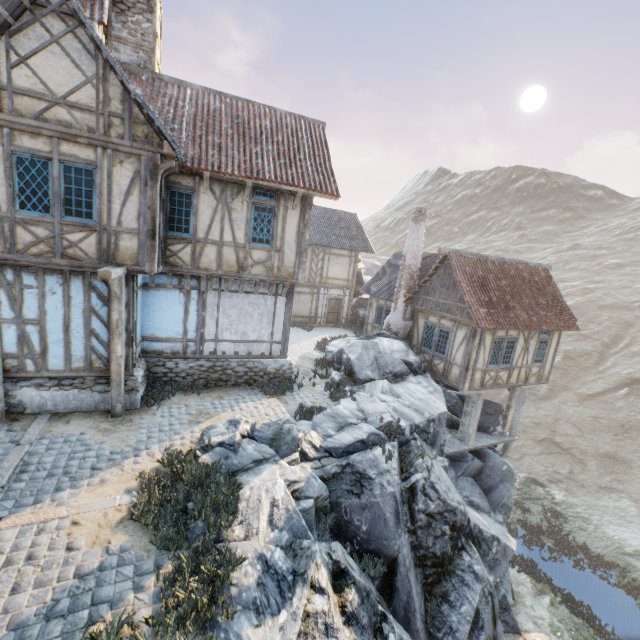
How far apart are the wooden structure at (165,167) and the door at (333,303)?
15.8 meters

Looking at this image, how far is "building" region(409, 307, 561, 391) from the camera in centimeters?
1399cm

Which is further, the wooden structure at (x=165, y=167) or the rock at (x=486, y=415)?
the rock at (x=486, y=415)

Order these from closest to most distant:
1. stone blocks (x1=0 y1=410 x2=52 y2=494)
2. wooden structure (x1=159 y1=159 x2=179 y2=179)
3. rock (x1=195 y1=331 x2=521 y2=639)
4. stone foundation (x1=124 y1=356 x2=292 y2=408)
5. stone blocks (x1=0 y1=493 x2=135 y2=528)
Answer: rock (x1=195 y1=331 x2=521 y2=639) < stone blocks (x1=0 y1=493 x2=135 y2=528) < stone blocks (x1=0 y1=410 x2=52 y2=494) < wooden structure (x1=159 y1=159 x2=179 y2=179) < stone foundation (x1=124 y1=356 x2=292 y2=408)

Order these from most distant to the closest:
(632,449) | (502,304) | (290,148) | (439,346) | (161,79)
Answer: (632,449) < (439,346) < (502,304) < (290,148) < (161,79)

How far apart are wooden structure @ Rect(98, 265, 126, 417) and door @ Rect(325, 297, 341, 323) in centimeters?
1638cm

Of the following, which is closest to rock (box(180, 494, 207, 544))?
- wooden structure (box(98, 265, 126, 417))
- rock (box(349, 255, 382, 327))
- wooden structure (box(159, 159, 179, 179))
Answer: rock (box(349, 255, 382, 327))

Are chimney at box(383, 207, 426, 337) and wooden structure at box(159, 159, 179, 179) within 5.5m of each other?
no
